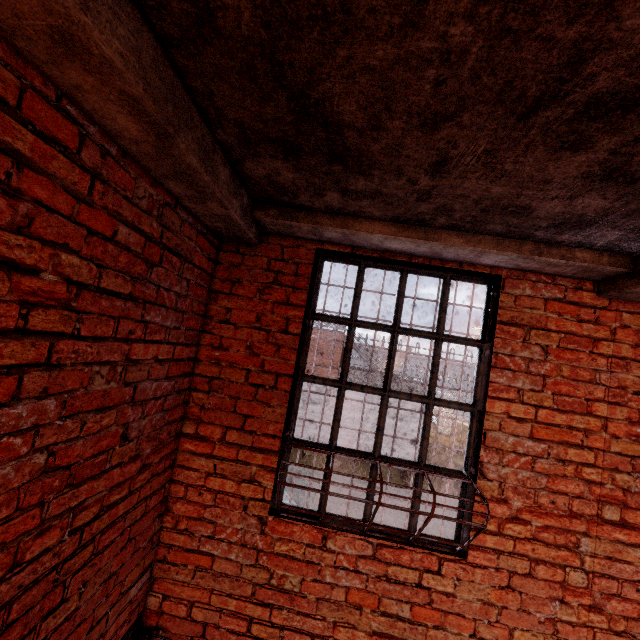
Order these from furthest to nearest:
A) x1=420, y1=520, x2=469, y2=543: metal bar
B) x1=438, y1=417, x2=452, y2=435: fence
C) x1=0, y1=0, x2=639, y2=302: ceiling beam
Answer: x1=438, y1=417, x2=452, y2=435: fence, x1=420, y1=520, x2=469, y2=543: metal bar, x1=0, y1=0, x2=639, y2=302: ceiling beam

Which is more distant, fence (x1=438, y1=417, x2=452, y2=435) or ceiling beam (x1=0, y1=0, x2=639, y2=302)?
fence (x1=438, y1=417, x2=452, y2=435)

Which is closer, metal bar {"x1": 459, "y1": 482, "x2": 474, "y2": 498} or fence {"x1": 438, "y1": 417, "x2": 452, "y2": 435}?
metal bar {"x1": 459, "y1": 482, "x2": 474, "y2": 498}

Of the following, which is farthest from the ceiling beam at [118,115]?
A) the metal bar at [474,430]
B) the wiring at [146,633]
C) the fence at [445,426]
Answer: the fence at [445,426]

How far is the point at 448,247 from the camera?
2.1m

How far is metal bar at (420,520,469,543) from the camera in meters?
2.2

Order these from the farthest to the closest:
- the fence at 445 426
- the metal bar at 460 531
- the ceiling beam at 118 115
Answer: the fence at 445 426
the metal bar at 460 531
the ceiling beam at 118 115

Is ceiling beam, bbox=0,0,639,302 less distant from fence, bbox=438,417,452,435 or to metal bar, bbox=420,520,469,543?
metal bar, bbox=420,520,469,543
